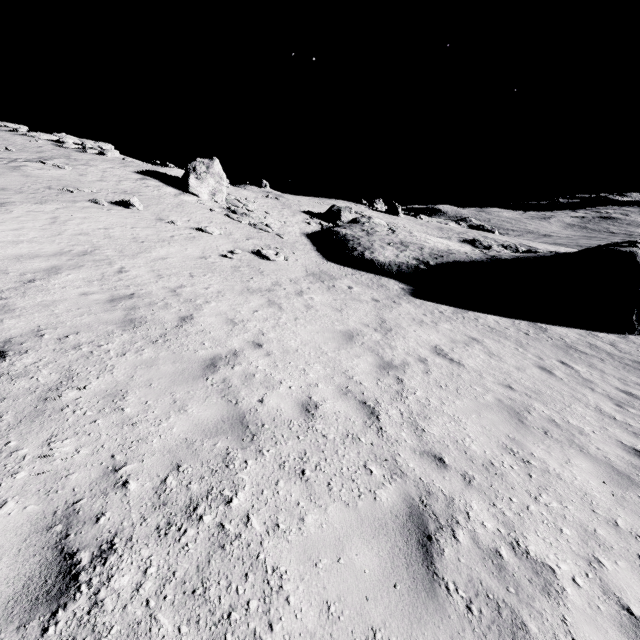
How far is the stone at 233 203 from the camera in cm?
2326

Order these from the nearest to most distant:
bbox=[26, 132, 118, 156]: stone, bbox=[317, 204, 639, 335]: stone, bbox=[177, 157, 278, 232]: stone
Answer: bbox=[317, 204, 639, 335]: stone < bbox=[177, 157, 278, 232]: stone < bbox=[26, 132, 118, 156]: stone

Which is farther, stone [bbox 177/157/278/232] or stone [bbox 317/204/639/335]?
stone [bbox 177/157/278/232]

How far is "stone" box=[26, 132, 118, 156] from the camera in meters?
26.9 m

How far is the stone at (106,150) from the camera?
26.9 meters

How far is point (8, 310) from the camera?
6.5m

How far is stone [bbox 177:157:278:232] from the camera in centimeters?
2326cm

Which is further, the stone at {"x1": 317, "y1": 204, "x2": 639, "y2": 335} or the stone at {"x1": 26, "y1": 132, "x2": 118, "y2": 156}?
the stone at {"x1": 26, "y1": 132, "x2": 118, "y2": 156}
